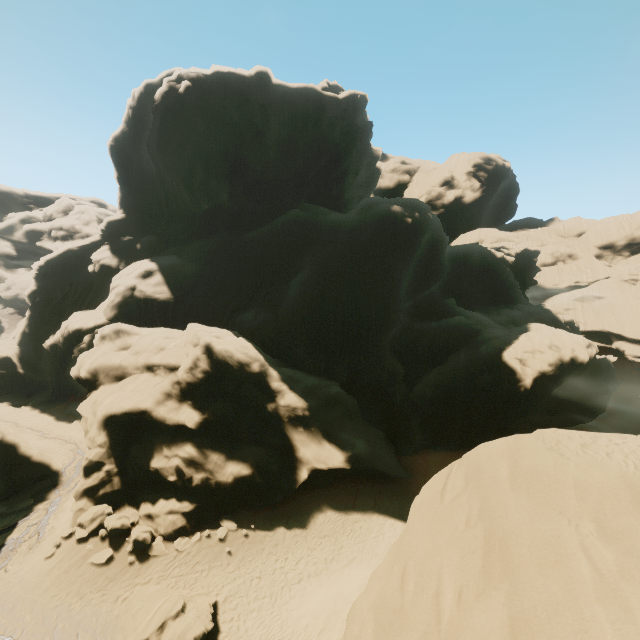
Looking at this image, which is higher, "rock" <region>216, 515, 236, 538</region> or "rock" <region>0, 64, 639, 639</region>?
"rock" <region>0, 64, 639, 639</region>

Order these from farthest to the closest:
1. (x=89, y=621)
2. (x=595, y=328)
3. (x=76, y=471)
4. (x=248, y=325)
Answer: (x=595, y=328) < (x=248, y=325) < (x=76, y=471) < (x=89, y=621)

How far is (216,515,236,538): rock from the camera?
19.2m

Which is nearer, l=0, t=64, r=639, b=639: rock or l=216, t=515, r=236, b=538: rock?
l=0, t=64, r=639, b=639: rock

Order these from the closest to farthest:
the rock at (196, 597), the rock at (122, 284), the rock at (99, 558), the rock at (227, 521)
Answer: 1. the rock at (122, 284)
2. the rock at (196, 597)
3. the rock at (99, 558)
4. the rock at (227, 521)

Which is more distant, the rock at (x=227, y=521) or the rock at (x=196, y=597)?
the rock at (x=227, y=521)

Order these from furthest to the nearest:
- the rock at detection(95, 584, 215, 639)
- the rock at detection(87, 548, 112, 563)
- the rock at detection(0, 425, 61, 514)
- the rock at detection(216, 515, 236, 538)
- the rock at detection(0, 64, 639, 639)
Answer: the rock at detection(0, 425, 61, 514) < the rock at detection(216, 515, 236, 538) < the rock at detection(87, 548, 112, 563) < the rock at detection(95, 584, 215, 639) < the rock at detection(0, 64, 639, 639)
